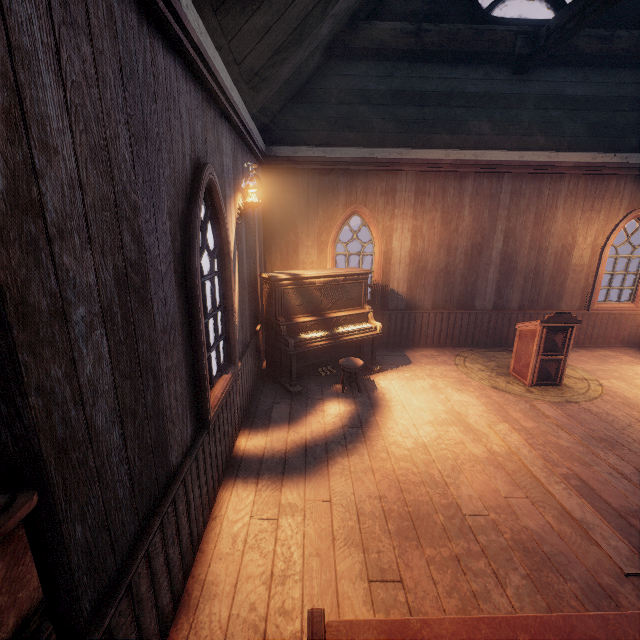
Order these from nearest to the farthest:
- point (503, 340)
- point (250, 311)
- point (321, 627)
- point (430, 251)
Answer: point (321, 627)
point (250, 311)
point (430, 251)
point (503, 340)

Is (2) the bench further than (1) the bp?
No

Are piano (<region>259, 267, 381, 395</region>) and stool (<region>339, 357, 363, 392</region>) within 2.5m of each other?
yes

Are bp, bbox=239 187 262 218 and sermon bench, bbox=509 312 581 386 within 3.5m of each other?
no

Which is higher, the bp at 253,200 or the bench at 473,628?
the bp at 253,200

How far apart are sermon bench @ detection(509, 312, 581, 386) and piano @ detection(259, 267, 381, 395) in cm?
240

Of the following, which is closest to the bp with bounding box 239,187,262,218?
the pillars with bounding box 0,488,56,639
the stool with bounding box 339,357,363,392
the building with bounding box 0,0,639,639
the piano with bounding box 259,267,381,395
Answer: the building with bounding box 0,0,639,639

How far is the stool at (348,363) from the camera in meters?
5.1 m
